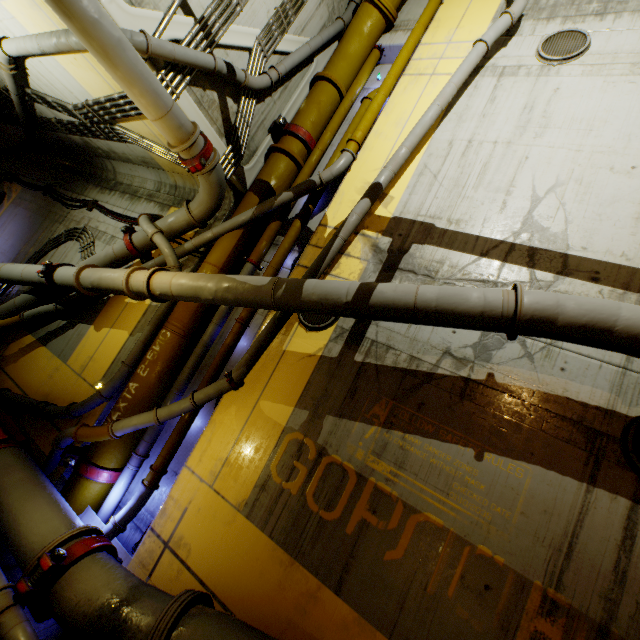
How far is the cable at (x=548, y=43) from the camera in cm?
569

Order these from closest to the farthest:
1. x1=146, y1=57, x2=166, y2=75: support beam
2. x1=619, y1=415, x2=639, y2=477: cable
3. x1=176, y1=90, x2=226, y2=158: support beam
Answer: x1=619, y1=415, x2=639, y2=477: cable, x1=146, y1=57, x2=166, y2=75: support beam, x1=176, y1=90, x2=226, y2=158: support beam

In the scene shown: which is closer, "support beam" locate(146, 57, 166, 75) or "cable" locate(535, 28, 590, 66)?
"support beam" locate(146, 57, 166, 75)

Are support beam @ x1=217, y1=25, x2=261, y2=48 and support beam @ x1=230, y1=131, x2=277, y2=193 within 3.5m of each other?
yes

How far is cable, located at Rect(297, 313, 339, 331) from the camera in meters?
5.4

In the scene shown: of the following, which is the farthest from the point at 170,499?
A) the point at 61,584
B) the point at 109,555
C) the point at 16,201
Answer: the point at 16,201

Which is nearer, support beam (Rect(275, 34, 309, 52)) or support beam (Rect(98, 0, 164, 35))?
support beam (Rect(98, 0, 164, 35))

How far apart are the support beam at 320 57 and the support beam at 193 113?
1.6m
